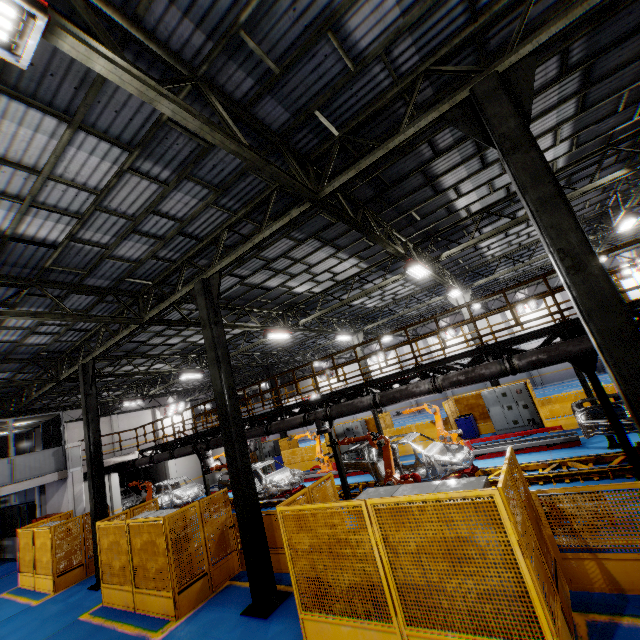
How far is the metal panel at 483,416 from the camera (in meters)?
16.83

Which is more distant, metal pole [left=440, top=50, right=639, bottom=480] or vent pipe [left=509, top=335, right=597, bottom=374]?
vent pipe [left=509, top=335, right=597, bottom=374]

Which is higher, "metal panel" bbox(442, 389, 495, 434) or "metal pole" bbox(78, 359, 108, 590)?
"metal pole" bbox(78, 359, 108, 590)

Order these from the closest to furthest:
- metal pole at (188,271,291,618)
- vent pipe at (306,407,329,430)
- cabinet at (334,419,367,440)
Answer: metal pole at (188,271,291,618) < vent pipe at (306,407,329,430) < cabinet at (334,419,367,440)

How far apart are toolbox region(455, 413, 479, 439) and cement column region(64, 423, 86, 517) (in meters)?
19.58

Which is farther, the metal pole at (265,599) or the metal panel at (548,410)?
the metal panel at (548,410)

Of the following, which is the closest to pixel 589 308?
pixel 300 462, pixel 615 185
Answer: pixel 615 185

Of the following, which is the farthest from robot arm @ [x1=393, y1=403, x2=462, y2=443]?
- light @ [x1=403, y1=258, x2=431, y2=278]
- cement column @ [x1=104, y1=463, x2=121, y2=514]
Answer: cement column @ [x1=104, y1=463, x2=121, y2=514]
